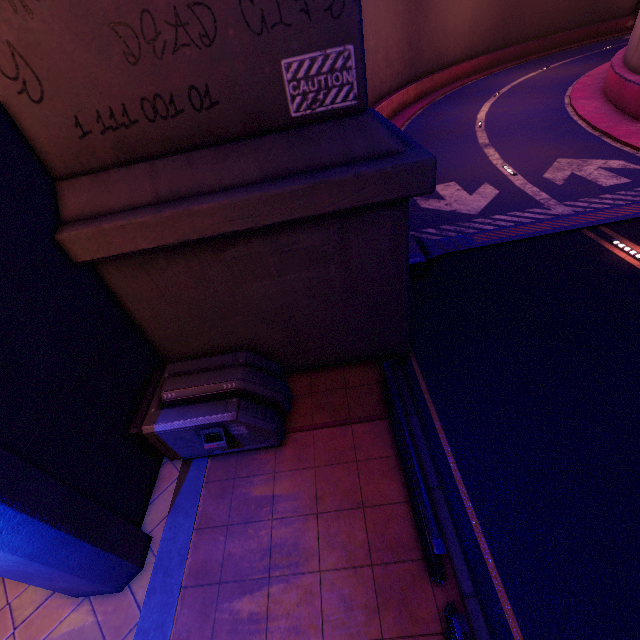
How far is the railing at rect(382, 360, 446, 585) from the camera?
3.4 meters

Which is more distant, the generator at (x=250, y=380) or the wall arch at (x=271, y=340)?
the generator at (x=250, y=380)

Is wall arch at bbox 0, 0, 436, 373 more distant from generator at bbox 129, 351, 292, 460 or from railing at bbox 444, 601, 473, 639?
railing at bbox 444, 601, 473, 639

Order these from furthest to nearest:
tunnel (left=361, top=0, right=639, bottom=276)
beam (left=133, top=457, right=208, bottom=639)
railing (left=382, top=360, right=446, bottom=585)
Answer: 1. tunnel (left=361, top=0, right=639, bottom=276)
2. beam (left=133, top=457, right=208, bottom=639)
3. railing (left=382, top=360, right=446, bottom=585)

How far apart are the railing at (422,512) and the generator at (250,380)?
1.7 meters

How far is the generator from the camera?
5.02m

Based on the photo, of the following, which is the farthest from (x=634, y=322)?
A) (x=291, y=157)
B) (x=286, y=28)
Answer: (x=286, y=28)

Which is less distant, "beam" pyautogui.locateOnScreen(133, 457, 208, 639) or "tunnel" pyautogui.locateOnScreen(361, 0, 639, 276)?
"beam" pyautogui.locateOnScreen(133, 457, 208, 639)
